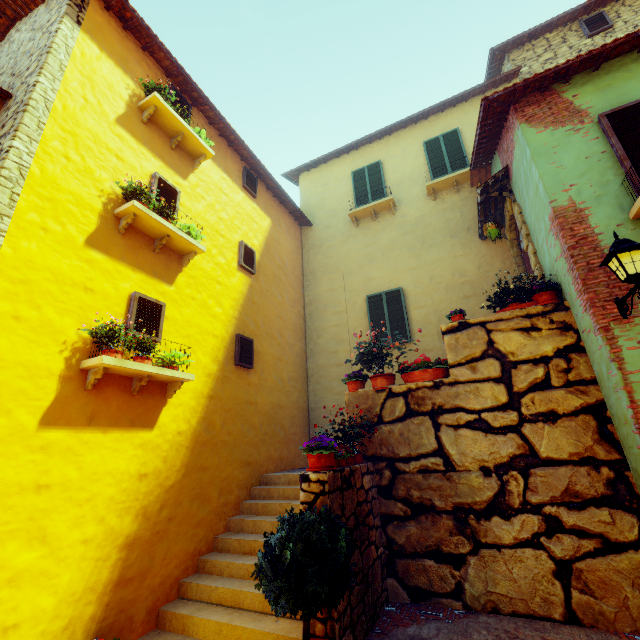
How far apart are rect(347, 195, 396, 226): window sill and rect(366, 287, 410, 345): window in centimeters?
259cm

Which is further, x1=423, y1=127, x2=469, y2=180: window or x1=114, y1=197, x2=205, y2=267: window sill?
x1=423, y1=127, x2=469, y2=180: window

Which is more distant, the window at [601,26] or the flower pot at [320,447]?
the window at [601,26]

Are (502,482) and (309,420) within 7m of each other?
yes

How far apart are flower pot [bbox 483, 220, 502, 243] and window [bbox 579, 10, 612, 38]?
7.63m

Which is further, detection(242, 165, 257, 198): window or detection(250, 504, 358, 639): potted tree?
detection(242, 165, 257, 198): window

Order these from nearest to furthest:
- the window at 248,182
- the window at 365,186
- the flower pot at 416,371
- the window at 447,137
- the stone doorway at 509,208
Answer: the flower pot at 416,371 → the stone doorway at 509,208 → the window at 248,182 → the window at 447,137 → the window at 365,186

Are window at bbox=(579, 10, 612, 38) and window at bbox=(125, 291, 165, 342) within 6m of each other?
no
